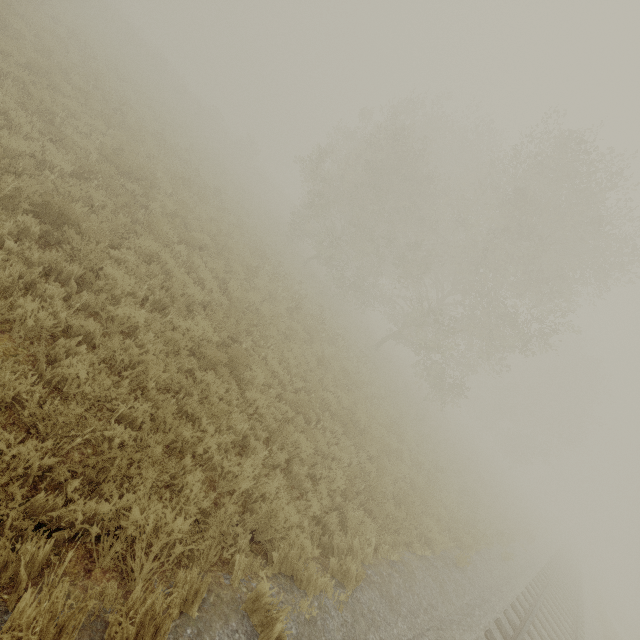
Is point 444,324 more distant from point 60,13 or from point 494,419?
point 494,419
